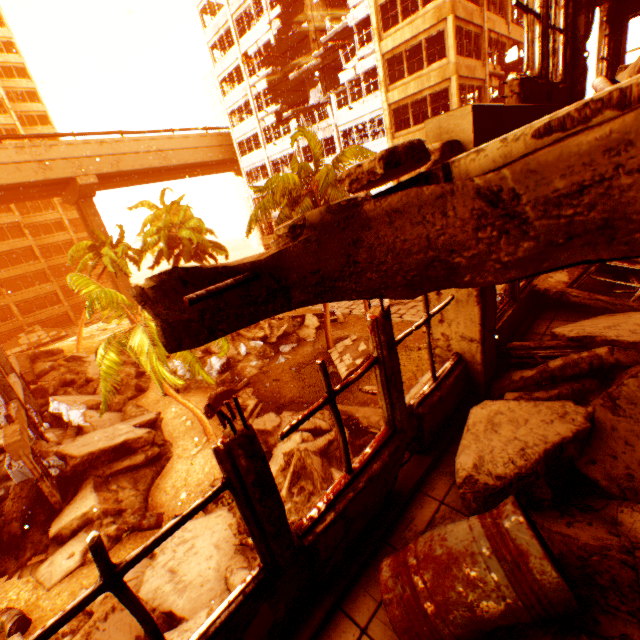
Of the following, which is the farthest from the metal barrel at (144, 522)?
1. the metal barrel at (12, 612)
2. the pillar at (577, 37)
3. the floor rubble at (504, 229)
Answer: the floor rubble at (504, 229)

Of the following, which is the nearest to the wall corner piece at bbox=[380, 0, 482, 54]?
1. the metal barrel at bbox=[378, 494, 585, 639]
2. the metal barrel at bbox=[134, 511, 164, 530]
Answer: the metal barrel at bbox=[378, 494, 585, 639]

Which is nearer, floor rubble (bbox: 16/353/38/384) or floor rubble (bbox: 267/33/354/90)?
floor rubble (bbox: 16/353/38/384)

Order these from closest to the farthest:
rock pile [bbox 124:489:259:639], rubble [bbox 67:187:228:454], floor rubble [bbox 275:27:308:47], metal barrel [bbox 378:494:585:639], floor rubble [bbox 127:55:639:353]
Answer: floor rubble [bbox 127:55:639:353], metal barrel [bbox 378:494:585:639], rock pile [bbox 124:489:259:639], rubble [bbox 67:187:228:454], floor rubble [bbox 275:27:308:47]

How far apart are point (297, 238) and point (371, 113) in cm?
2819

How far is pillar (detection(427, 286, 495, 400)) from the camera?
3.4m

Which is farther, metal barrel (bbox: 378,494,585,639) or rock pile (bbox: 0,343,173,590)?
rock pile (bbox: 0,343,173,590)

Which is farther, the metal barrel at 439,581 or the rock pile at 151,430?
the rock pile at 151,430
